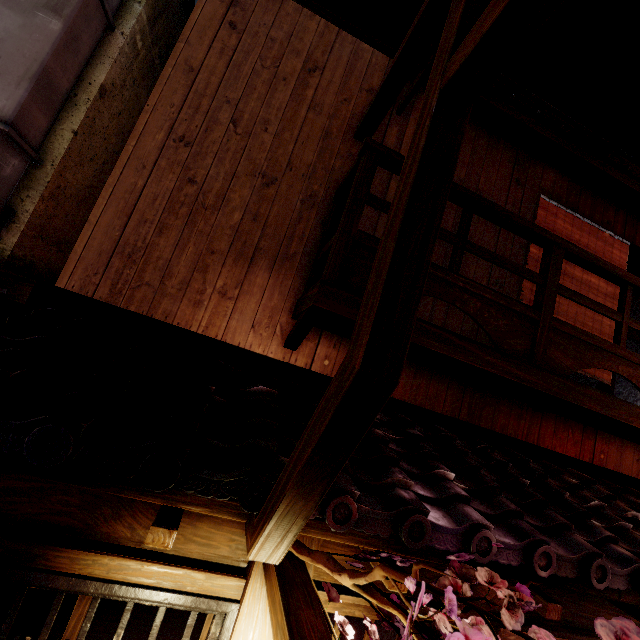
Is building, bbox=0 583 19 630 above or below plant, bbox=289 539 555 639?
below

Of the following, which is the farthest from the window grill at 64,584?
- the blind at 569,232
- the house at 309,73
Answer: the blind at 569,232

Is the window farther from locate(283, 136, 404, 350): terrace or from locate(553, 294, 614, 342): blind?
locate(553, 294, 614, 342): blind

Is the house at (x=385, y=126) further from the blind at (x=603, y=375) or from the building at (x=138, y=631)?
the building at (x=138, y=631)

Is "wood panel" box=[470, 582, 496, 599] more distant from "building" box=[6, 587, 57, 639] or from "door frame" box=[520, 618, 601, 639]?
"building" box=[6, 587, 57, 639]

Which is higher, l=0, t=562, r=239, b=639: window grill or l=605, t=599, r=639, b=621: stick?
l=605, t=599, r=639, b=621: stick

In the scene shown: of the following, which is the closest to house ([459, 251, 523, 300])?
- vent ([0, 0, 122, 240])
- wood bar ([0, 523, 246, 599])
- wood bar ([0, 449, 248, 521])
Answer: vent ([0, 0, 122, 240])

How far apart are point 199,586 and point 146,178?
6.42m
